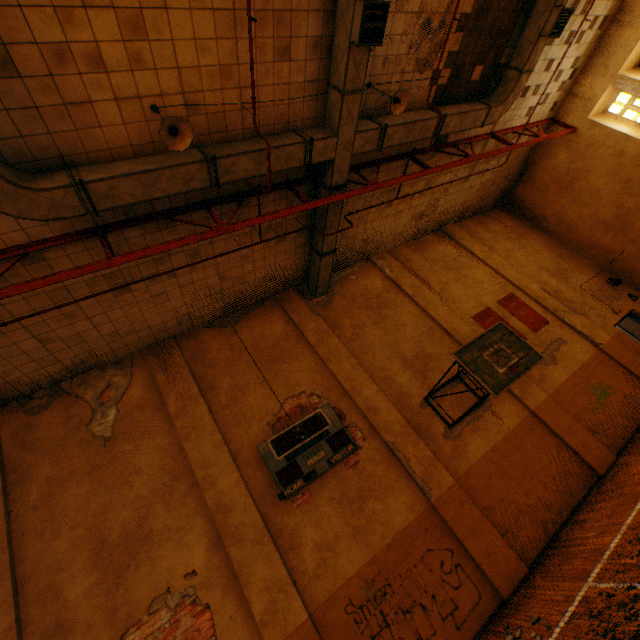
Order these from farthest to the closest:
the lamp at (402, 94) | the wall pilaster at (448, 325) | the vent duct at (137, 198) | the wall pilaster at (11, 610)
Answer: the wall pilaster at (448, 325) → the lamp at (402, 94) → the wall pilaster at (11, 610) → the vent duct at (137, 198)

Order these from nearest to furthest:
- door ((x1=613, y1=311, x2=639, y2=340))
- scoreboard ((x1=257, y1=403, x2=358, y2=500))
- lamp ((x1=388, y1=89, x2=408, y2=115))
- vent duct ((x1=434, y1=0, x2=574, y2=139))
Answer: lamp ((x1=388, y1=89, x2=408, y2=115)), scoreboard ((x1=257, y1=403, x2=358, y2=500)), vent duct ((x1=434, y1=0, x2=574, y2=139)), door ((x1=613, y1=311, x2=639, y2=340))

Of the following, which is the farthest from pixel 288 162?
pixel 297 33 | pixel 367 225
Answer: pixel 367 225

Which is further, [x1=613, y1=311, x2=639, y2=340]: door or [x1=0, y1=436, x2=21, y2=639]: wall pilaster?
[x1=613, y1=311, x2=639, y2=340]: door

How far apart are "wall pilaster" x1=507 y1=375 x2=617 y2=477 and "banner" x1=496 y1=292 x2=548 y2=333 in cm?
175

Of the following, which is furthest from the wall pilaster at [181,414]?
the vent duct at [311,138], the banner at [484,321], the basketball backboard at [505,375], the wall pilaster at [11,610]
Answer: the banner at [484,321]

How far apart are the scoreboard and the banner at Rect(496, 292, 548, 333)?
7.2 meters

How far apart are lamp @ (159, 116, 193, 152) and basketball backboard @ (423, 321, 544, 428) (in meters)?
6.16
